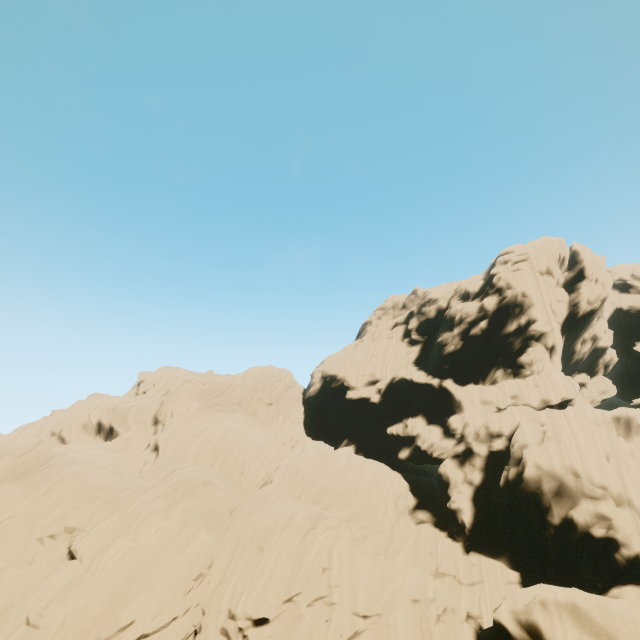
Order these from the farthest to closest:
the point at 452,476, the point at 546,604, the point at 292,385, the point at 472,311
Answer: the point at 292,385
the point at 472,311
the point at 452,476
the point at 546,604
